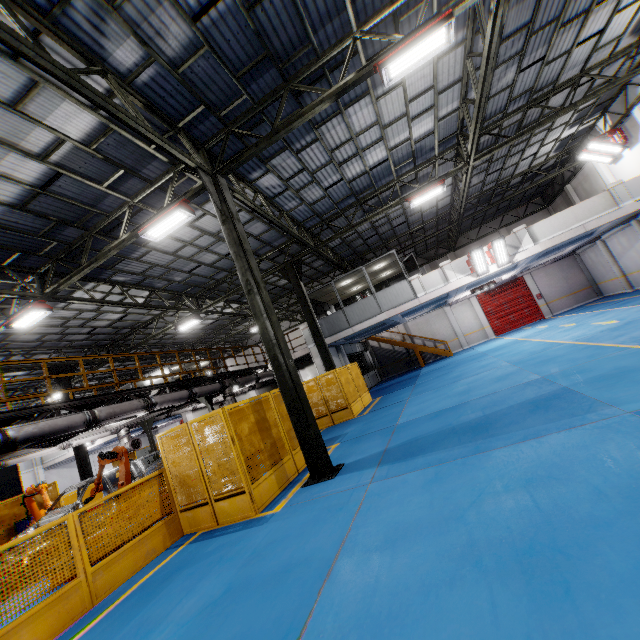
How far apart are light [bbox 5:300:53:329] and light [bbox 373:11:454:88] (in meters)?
12.36

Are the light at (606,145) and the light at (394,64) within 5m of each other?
no

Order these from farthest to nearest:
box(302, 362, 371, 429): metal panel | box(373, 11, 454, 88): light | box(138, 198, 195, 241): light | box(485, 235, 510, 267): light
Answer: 1. box(485, 235, 510, 267): light
2. box(302, 362, 371, 429): metal panel
3. box(138, 198, 195, 241): light
4. box(373, 11, 454, 88): light

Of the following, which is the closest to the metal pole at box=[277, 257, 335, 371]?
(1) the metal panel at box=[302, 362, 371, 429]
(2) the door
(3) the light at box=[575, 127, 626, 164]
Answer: (1) the metal panel at box=[302, 362, 371, 429]

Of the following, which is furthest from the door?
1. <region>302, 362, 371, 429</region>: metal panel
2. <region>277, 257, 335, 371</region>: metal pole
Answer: <region>277, 257, 335, 371</region>: metal pole

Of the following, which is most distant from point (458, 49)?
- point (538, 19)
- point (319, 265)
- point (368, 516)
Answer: point (319, 265)

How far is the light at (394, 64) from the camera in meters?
6.5 m

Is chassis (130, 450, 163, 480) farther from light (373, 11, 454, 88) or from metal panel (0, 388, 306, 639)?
light (373, 11, 454, 88)
